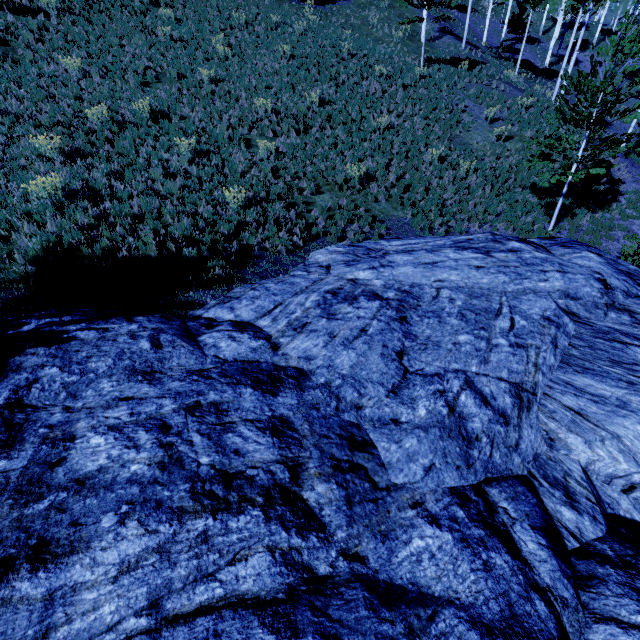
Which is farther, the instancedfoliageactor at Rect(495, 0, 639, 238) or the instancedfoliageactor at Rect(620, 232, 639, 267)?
the instancedfoliageactor at Rect(620, 232, 639, 267)

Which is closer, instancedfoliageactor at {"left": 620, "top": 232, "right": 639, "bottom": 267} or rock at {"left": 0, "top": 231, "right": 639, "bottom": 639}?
rock at {"left": 0, "top": 231, "right": 639, "bottom": 639}

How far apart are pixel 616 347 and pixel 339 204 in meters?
9.6

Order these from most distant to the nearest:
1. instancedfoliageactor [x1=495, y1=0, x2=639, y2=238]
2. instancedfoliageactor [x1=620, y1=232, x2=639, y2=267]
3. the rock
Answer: instancedfoliageactor [x1=620, y1=232, x2=639, y2=267] < instancedfoliageactor [x1=495, y1=0, x2=639, y2=238] < the rock

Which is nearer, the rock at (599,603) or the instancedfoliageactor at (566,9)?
the rock at (599,603)

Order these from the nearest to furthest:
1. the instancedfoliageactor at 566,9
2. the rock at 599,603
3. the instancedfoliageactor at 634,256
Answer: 1. the rock at 599,603
2. the instancedfoliageactor at 566,9
3. the instancedfoliageactor at 634,256

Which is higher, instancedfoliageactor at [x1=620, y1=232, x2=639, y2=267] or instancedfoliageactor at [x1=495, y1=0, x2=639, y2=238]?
Answer: instancedfoliageactor at [x1=495, y1=0, x2=639, y2=238]
